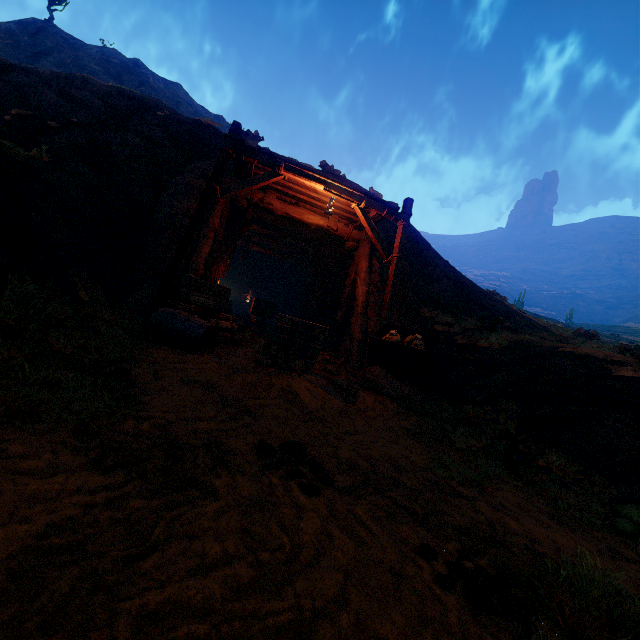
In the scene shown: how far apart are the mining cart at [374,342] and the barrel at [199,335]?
3.4 meters

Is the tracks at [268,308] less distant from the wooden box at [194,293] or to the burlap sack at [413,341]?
the wooden box at [194,293]

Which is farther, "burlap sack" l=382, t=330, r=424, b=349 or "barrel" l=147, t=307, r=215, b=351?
"burlap sack" l=382, t=330, r=424, b=349

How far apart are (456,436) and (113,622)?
5.14m

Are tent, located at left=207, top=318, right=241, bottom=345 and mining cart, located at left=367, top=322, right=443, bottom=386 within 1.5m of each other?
no

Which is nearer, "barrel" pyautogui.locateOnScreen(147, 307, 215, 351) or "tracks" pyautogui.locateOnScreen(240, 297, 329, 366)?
"barrel" pyautogui.locateOnScreen(147, 307, 215, 351)

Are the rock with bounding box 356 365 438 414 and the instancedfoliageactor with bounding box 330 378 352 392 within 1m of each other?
yes

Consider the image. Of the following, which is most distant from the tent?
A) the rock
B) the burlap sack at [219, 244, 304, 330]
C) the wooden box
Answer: the burlap sack at [219, 244, 304, 330]
